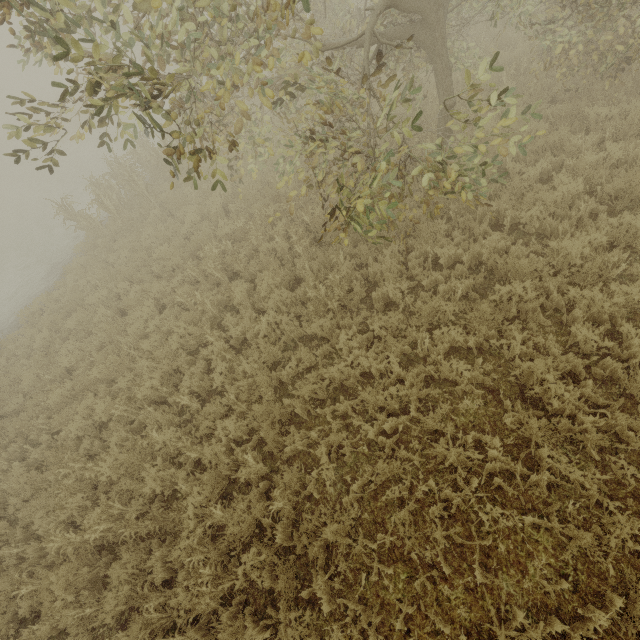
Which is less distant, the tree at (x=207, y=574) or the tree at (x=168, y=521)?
the tree at (x=207, y=574)

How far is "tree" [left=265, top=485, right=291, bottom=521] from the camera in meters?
4.6 m

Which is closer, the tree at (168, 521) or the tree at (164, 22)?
the tree at (164, 22)

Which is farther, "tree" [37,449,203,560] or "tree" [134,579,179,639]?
"tree" [37,449,203,560]

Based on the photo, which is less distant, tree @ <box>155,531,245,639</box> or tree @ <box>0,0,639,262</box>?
tree @ <box>0,0,639,262</box>

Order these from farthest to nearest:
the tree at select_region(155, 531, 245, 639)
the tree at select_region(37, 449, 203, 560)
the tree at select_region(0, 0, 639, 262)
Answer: the tree at select_region(37, 449, 203, 560)
the tree at select_region(155, 531, 245, 639)
the tree at select_region(0, 0, 639, 262)

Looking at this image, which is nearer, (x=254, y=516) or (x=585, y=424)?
(x=585, y=424)
